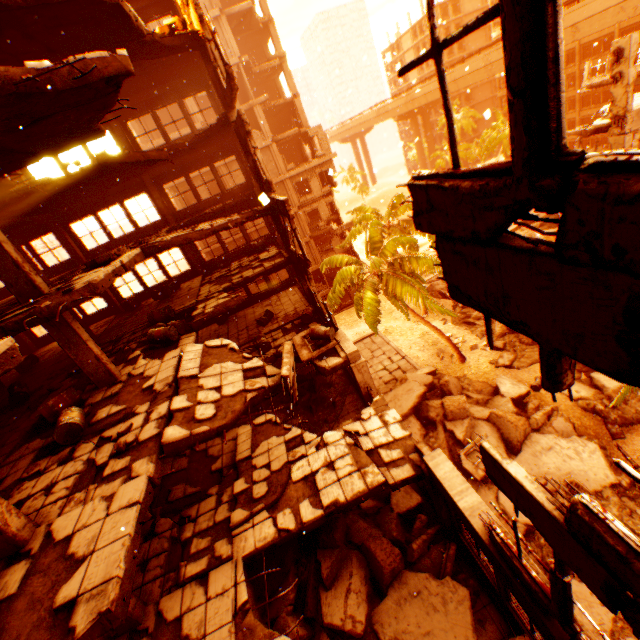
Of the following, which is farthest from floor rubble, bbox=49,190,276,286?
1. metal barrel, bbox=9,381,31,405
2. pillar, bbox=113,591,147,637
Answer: metal barrel, bbox=9,381,31,405

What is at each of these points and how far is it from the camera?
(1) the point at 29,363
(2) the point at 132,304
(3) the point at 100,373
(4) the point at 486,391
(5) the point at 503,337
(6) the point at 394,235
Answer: (1) metal barrel, 14.5 meters
(2) metal barrel, 16.9 meters
(3) pillar, 9.4 meters
(4) rock pile, 19.5 meters
(5) rock pile, 22.7 meters
(6) rubble, 26.5 meters

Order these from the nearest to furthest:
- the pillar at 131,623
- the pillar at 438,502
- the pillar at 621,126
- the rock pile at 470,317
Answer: the pillar at 131,623, the pillar at 438,502, the pillar at 621,126, the rock pile at 470,317

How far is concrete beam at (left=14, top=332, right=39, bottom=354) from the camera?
17.0m

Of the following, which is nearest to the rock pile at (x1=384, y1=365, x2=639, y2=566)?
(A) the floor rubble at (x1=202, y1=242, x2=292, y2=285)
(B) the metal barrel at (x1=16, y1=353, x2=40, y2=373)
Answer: (A) the floor rubble at (x1=202, y1=242, x2=292, y2=285)

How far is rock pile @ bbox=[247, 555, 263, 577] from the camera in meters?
8.7 m

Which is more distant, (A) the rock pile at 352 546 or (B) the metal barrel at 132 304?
(B) the metal barrel at 132 304

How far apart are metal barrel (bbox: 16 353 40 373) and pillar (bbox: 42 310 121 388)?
8.21m
